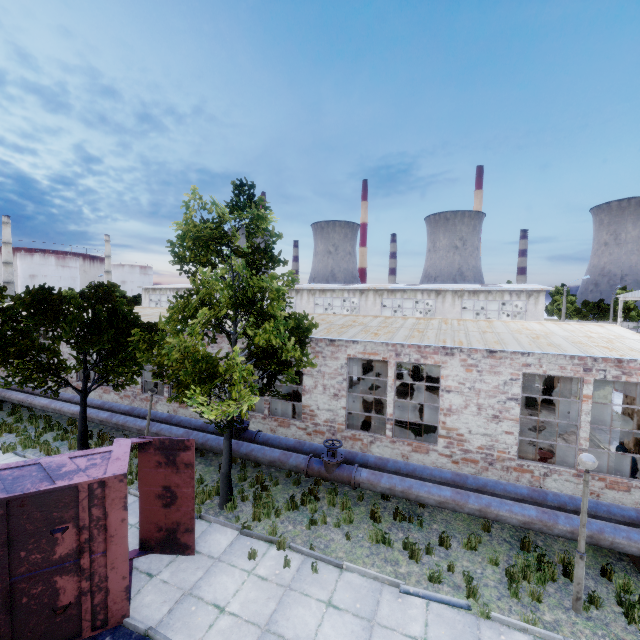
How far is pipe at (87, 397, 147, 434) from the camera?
13.6 meters

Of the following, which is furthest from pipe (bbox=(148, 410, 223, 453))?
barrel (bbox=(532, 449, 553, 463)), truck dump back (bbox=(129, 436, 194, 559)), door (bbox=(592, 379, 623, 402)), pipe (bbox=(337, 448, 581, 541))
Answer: door (bbox=(592, 379, 623, 402))

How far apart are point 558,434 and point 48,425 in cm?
2514

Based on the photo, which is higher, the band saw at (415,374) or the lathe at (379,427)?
the band saw at (415,374)

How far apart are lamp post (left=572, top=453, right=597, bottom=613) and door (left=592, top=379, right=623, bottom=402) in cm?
1384

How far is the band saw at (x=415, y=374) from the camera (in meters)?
22.45

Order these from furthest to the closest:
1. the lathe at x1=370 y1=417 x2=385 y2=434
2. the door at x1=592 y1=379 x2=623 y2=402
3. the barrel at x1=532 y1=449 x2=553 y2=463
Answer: the door at x1=592 y1=379 x2=623 y2=402 < the lathe at x1=370 y1=417 x2=385 y2=434 < the barrel at x1=532 y1=449 x2=553 y2=463

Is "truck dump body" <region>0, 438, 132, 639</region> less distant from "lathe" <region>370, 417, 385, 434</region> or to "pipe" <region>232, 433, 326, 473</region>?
"pipe" <region>232, 433, 326, 473</region>
